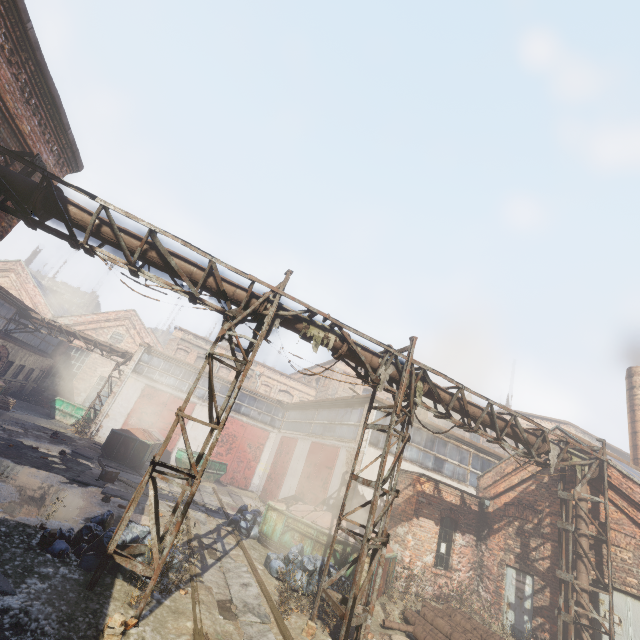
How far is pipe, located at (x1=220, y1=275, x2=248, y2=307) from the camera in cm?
752

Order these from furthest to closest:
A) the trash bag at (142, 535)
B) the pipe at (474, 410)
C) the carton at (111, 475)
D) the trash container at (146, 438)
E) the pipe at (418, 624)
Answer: the trash container at (146, 438), the carton at (111, 475), the pipe at (474, 410), the pipe at (418, 624), the trash bag at (142, 535)

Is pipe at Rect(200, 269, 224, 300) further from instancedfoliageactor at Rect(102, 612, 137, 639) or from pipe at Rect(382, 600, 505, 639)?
instancedfoliageactor at Rect(102, 612, 137, 639)

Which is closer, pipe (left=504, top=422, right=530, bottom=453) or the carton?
pipe (left=504, top=422, right=530, bottom=453)

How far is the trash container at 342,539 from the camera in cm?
1009

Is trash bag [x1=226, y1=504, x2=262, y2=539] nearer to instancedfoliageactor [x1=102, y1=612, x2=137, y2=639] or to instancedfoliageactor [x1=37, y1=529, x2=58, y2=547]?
instancedfoliageactor [x1=37, y1=529, x2=58, y2=547]

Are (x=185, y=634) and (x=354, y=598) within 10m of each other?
yes

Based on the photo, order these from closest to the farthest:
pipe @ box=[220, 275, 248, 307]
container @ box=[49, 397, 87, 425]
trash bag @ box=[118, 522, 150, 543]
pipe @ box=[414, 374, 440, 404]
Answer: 1. trash bag @ box=[118, 522, 150, 543]
2. pipe @ box=[220, 275, 248, 307]
3. pipe @ box=[414, 374, 440, 404]
4. container @ box=[49, 397, 87, 425]
